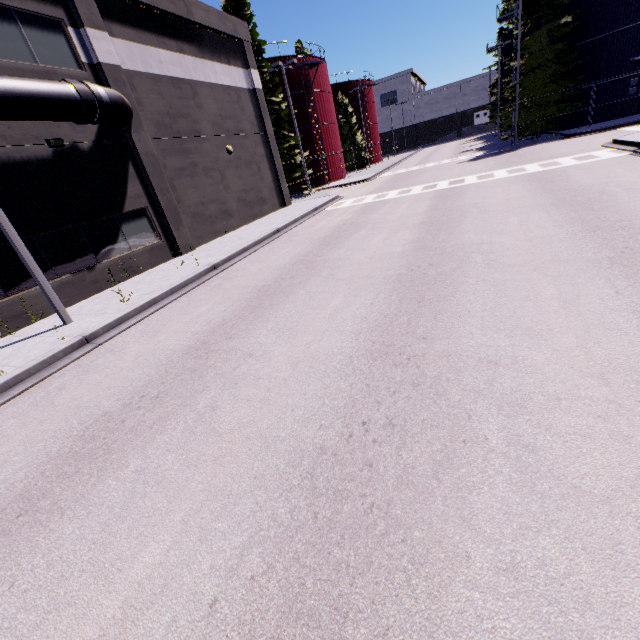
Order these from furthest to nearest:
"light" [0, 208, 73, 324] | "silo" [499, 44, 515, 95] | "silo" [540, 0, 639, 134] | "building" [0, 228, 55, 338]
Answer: "silo" [499, 44, 515, 95] < "silo" [540, 0, 639, 134] < "building" [0, 228, 55, 338] < "light" [0, 208, 73, 324]

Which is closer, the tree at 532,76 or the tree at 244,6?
the tree at 532,76

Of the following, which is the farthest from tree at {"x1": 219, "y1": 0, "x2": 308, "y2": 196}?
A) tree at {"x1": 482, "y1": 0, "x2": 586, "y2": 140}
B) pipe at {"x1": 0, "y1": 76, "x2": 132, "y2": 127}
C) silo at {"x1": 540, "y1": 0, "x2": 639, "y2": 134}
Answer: pipe at {"x1": 0, "y1": 76, "x2": 132, "y2": 127}

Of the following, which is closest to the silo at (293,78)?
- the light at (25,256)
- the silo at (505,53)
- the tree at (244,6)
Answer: the tree at (244,6)

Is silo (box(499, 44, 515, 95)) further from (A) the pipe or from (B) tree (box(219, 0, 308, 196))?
(A) the pipe

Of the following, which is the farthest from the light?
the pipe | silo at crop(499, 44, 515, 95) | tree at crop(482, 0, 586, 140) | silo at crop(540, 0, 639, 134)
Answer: silo at crop(499, 44, 515, 95)

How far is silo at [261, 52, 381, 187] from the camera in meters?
32.2 m

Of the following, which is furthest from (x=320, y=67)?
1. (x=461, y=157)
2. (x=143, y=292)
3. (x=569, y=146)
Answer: (x=143, y=292)
